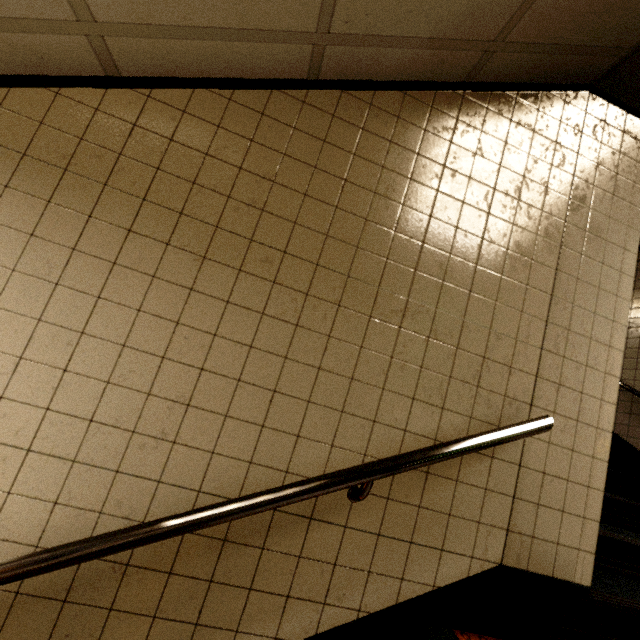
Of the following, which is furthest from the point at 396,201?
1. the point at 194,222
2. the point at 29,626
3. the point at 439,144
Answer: the point at 29,626

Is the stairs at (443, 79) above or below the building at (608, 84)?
below

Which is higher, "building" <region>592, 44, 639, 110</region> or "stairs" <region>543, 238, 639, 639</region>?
"building" <region>592, 44, 639, 110</region>

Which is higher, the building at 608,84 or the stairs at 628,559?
the building at 608,84

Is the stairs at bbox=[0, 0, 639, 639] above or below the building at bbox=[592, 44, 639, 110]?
below

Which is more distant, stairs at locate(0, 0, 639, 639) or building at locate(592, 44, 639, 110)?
building at locate(592, 44, 639, 110)
